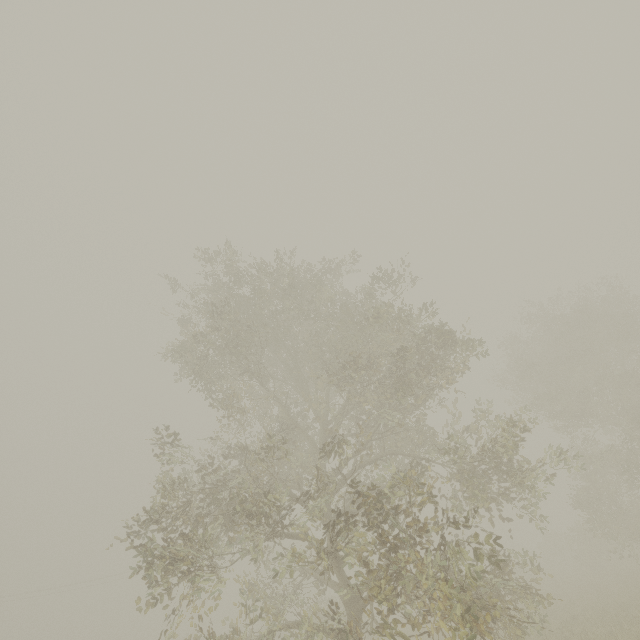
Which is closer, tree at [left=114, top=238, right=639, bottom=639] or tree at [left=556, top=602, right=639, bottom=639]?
tree at [left=114, top=238, right=639, bottom=639]

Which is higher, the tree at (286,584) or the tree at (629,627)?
the tree at (286,584)

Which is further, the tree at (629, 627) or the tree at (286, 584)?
the tree at (629, 627)

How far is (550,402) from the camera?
21.1 meters

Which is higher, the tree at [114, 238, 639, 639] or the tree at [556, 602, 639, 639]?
the tree at [114, 238, 639, 639]
